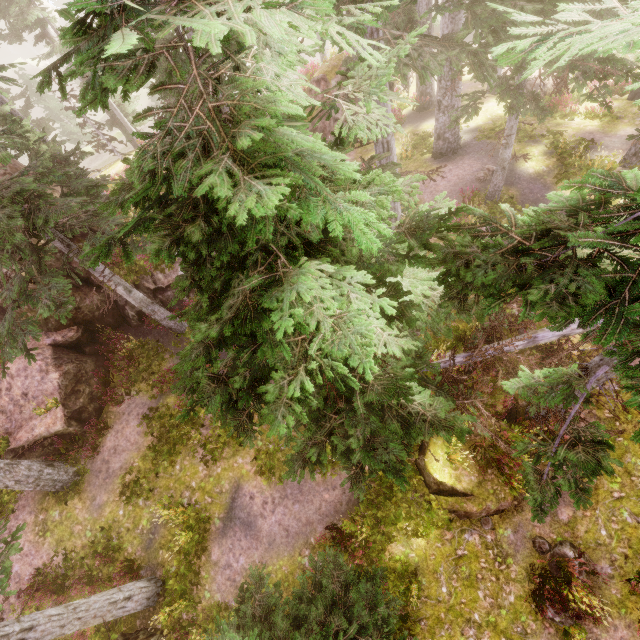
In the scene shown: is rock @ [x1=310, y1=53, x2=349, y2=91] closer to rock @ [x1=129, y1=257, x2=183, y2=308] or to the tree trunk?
rock @ [x1=129, y1=257, x2=183, y2=308]

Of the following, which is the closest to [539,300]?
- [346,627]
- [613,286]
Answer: [613,286]

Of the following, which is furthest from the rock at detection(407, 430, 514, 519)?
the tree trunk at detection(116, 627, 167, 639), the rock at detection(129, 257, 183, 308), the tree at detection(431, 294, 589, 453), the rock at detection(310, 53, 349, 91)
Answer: the rock at detection(310, 53, 349, 91)

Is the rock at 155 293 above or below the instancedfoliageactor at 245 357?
below

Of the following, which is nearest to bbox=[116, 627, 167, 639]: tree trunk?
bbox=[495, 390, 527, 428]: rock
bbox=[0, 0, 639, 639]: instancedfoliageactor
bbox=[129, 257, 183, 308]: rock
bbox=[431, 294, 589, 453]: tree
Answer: bbox=[0, 0, 639, 639]: instancedfoliageactor

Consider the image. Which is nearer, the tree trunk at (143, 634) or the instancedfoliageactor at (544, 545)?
the instancedfoliageactor at (544, 545)

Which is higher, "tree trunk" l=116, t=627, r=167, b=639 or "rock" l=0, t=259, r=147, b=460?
"rock" l=0, t=259, r=147, b=460
